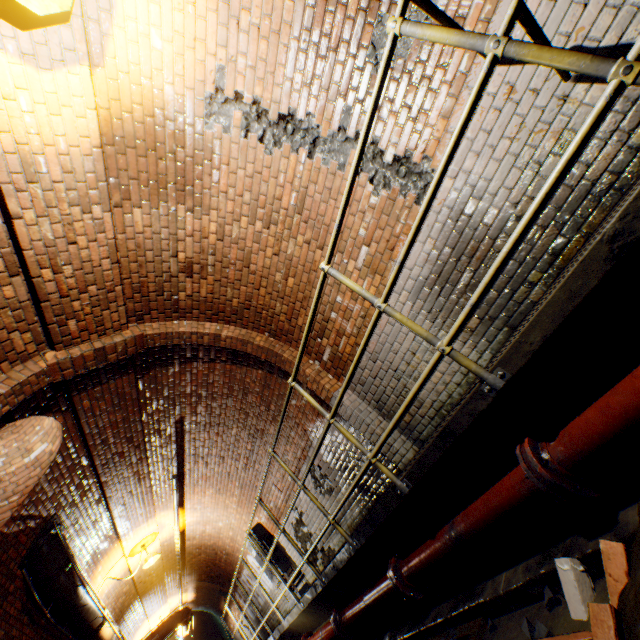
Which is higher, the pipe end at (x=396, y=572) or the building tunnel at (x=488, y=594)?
the pipe end at (x=396, y=572)

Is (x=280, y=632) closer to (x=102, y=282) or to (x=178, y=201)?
(x=102, y=282)

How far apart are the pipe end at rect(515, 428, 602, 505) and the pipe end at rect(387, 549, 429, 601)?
1.8 meters

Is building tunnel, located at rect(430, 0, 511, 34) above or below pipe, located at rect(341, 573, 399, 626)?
above

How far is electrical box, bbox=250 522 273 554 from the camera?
8.1m

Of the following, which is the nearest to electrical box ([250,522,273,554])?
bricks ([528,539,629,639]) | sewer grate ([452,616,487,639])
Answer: sewer grate ([452,616,487,639])

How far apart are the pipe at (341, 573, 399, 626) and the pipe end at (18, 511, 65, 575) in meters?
4.6 m

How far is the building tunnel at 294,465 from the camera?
5.4m
